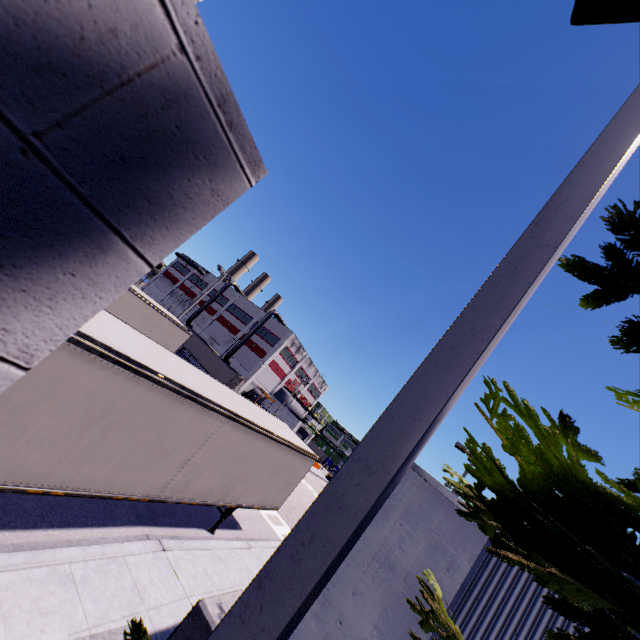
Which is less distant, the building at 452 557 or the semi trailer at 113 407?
the building at 452 557

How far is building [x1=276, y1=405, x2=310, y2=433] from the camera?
54.5 meters

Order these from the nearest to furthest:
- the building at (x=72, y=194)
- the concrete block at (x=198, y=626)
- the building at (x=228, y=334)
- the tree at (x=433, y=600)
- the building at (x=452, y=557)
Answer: the building at (x=72, y=194) < the tree at (x=433, y=600) < the building at (x=452, y=557) < the concrete block at (x=198, y=626) < the building at (x=228, y=334)

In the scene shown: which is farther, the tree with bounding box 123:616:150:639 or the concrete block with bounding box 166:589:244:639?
the concrete block with bounding box 166:589:244:639

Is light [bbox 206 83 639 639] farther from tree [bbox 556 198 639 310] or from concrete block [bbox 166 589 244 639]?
concrete block [bbox 166 589 244 639]

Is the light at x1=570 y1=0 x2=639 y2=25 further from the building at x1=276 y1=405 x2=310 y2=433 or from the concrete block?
the concrete block

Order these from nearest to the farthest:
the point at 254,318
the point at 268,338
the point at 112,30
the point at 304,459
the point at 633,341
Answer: the point at 112,30, the point at 633,341, the point at 304,459, the point at 268,338, the point at 254,318

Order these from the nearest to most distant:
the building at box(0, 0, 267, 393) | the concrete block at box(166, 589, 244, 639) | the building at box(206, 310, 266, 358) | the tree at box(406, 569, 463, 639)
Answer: the building at box(0, 0, 267, 393), the tree at box(406, 569, 463, 639), the concrete block at box(166, 589, 244, 639), the building at box(206, 310, 266, 358)
